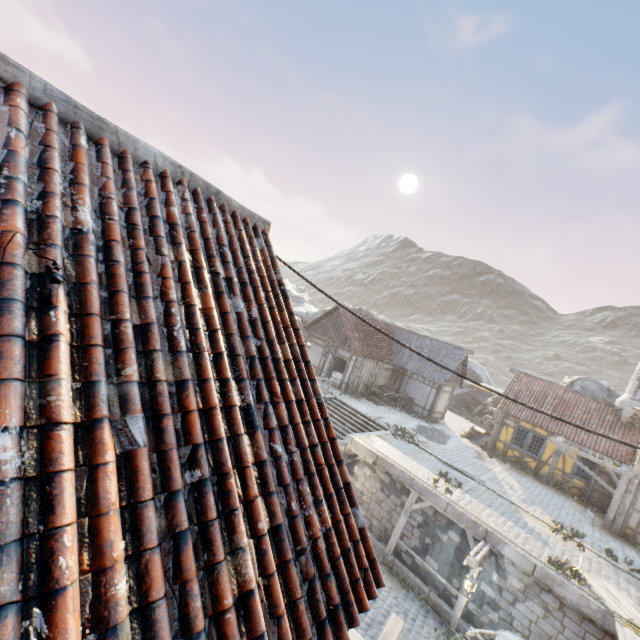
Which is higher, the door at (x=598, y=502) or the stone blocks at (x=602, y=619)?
the door at (x=598, y=502)

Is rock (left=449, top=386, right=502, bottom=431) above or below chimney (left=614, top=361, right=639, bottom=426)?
below

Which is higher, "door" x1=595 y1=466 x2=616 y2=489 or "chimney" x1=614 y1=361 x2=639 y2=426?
"chimney" x1=614 y1=361 x2=639 y2=426

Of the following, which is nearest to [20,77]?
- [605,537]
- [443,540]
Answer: [443,540]

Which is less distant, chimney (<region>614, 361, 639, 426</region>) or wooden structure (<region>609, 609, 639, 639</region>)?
wooden structure (<region>609, 609, 639, 639</region>)

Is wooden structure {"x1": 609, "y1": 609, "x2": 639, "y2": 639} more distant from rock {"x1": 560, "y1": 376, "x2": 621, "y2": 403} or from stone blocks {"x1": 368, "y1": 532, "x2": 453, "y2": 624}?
rock {"x1": 560, "y1": 376, "x2": 621, "y2": 403}

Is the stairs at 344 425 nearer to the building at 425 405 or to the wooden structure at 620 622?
the building at 425 405

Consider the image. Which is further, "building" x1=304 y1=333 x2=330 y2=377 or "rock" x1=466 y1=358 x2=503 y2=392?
"rock" x1=466 y1=358 x2=503 y2=392
